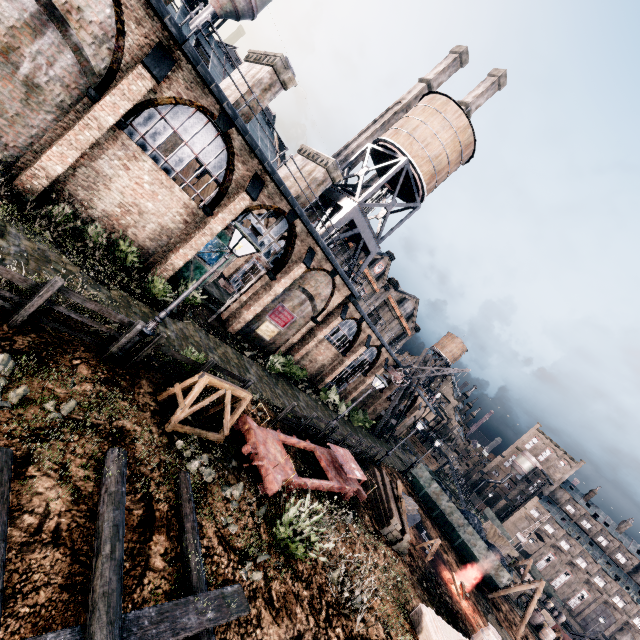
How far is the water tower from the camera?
26.5 meters

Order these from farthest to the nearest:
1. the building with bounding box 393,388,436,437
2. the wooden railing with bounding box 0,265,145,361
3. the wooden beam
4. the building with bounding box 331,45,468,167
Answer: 1. the building with bounding box 331,45,468,167
2. the building with bounding box 393,388,436,437
3. the wooden beam
4. the wooden railing with bounding box 0,265,145,361

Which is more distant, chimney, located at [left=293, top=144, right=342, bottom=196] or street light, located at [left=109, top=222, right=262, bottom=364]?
chimney, located at [left=293, top=144, right=342, bottom=196]

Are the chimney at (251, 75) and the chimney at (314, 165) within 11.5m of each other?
yes

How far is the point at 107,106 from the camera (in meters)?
11.89

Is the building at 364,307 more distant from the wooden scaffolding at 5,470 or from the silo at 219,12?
the silo at 219,12

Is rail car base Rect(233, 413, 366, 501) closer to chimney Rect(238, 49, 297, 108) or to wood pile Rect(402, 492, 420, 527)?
wood pile Rect(402, 492, 420, 527)

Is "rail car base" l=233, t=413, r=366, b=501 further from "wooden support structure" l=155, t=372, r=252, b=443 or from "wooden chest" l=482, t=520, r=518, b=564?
"wooden chest" l=482, t=520, r=518, b=564
